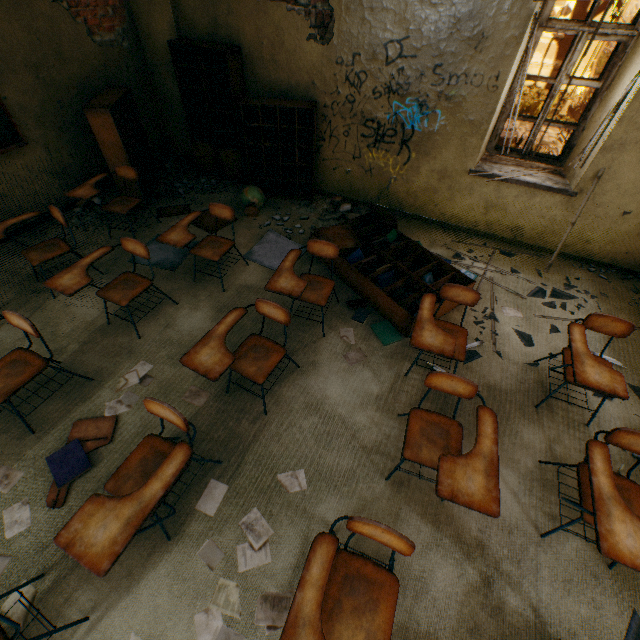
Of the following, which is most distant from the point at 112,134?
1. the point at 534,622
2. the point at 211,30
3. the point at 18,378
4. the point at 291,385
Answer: the point at 534,622

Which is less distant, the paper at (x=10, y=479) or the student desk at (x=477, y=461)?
the student desk at (x=477, y=461)

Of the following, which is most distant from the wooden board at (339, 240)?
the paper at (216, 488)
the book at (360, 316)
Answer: the paper at (216, 488)

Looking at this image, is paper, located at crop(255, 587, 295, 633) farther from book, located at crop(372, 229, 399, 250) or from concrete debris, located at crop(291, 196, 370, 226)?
concrete debris, located at crop(291, 196, 370, 226)

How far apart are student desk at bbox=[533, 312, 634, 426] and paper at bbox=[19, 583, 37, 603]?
3.7m

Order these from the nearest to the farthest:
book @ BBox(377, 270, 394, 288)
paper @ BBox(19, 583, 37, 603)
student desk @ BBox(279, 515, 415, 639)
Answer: student desk @ BBox(279, 515, 415, 639), paper @ BBox(19, 583, 37, 603), book @ BBox(377, 270, 394, 288)

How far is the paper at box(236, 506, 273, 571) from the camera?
2.1m

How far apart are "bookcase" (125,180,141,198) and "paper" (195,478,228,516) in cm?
420
